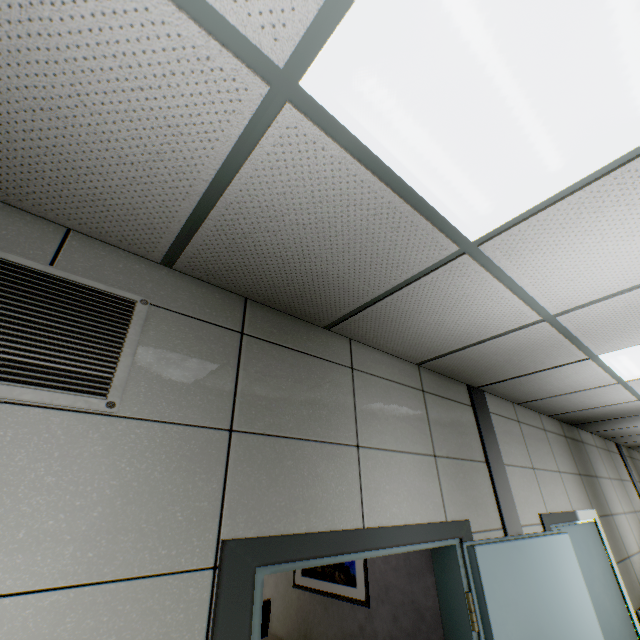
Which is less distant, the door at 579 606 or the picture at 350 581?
the door at 579 606

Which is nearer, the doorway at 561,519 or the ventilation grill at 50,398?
the ventilation grill at 50,398

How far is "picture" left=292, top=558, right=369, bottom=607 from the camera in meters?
3.3 m

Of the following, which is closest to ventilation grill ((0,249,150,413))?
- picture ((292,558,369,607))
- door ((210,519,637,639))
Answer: door ((210,519,637,639))

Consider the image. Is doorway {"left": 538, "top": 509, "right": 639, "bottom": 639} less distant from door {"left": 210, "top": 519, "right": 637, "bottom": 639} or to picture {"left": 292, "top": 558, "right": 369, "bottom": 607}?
door {"left": 210, "top": 519, "right": 637, "bottom": 639}

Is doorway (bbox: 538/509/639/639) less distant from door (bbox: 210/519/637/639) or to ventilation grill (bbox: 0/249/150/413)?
door (bbox: 210/519/637/639)

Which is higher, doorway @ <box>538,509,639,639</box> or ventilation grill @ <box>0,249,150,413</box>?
ventilation grill @ <box>0,249,150,413</box>

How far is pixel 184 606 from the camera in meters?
1.1
